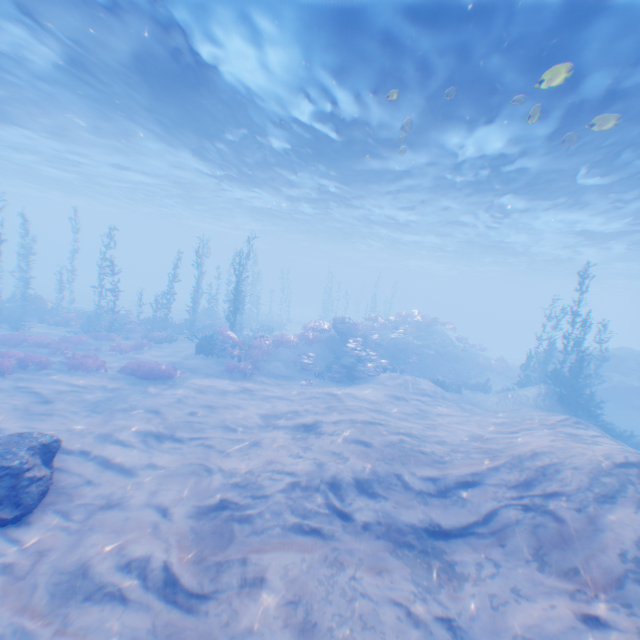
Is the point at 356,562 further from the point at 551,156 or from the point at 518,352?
the point at 518,352

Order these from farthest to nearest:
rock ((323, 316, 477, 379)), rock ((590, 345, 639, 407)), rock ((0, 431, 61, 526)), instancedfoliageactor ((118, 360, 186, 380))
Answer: rock ((590, 345, 639, 407)) < rock ((323, 316, 477, 379)) < instancedfoliageactor ((118, 360, 186, 380)) < rock ((0, 431, 61, 526))

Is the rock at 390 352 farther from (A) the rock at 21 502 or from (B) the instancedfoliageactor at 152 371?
(B) the instancedfoliageactor at 152 371

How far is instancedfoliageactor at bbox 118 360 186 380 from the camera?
15.0m

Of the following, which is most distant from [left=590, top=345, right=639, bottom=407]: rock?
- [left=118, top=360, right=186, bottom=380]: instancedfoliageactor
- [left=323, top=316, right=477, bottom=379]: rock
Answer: [left=118, top=360, right=186, bottom=380]: instancedfoliageactor

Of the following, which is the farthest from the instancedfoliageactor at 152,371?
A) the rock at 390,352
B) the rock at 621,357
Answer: the rock at 390,352
